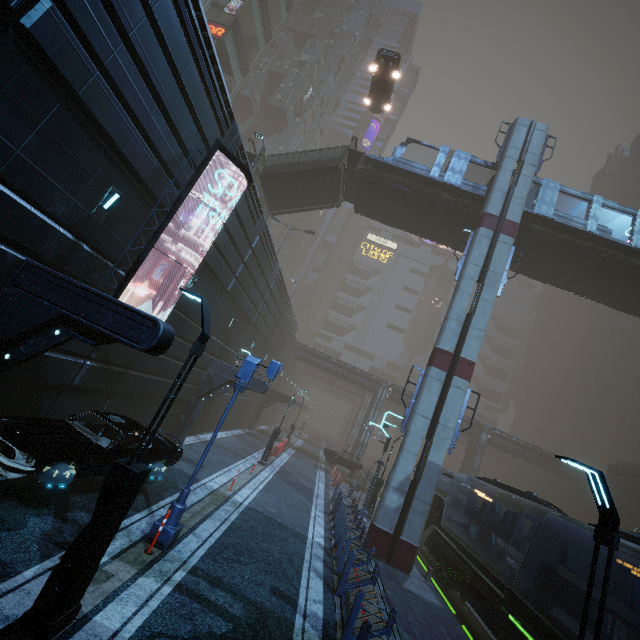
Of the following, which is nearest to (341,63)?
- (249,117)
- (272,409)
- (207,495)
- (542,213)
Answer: (249,117)

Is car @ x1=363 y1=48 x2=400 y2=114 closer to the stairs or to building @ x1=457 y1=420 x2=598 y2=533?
the stairs

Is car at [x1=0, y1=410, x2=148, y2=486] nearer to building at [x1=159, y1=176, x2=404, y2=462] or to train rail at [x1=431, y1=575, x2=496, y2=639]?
building at [x1=159, y1=176, x2=404, y2=462]

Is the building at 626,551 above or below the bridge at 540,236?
below

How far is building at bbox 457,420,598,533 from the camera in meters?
38.6

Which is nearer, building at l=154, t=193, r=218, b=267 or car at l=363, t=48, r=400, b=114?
building at l=154, t=193, r=218, b=267

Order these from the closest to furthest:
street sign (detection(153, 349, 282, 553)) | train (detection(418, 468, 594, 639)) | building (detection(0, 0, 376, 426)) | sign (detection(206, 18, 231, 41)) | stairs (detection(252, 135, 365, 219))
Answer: building (detection(0, 0, 376, 426)) < street sign (detection(153, 349, 282, 553)) < train (detection(418, 468, 594, 639)) < stairs (detection(252, 135, 365, 219)) < sign (detection(206, 18, 231, 41))

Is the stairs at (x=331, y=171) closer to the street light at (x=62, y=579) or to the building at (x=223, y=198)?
the building at (x=223, y=198)
